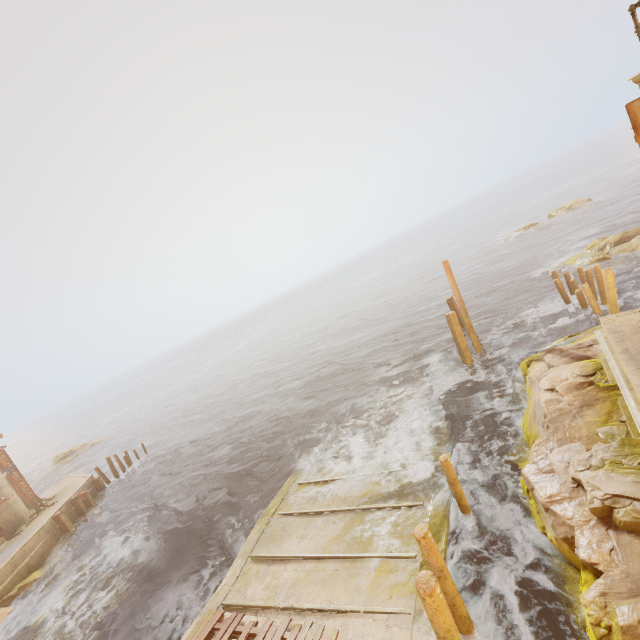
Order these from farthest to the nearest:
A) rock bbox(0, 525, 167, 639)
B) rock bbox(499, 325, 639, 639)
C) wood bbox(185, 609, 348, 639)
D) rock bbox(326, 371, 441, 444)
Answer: rock bbox(326, 371, 441, 444) < rock bbox(0, 525, 167, 639) < wood bbox(185, 609, 348, 639) < rock bbox(499, 325, 639, 639)

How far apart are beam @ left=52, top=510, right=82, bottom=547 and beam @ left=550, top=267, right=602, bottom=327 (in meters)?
31.91

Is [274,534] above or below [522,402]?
above

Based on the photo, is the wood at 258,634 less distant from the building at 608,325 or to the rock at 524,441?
the rock at 524,441

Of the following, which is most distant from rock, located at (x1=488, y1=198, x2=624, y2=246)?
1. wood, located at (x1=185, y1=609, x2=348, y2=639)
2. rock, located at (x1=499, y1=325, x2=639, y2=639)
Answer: wood, located at (x1=185, y1=609, x2=348, y2=639)

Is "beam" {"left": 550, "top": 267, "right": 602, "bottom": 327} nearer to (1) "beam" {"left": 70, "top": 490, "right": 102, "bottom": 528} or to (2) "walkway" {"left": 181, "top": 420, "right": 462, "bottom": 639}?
(2) "walkway" {"left": 181, "top": 420, "right": 462, "bottom": 639}

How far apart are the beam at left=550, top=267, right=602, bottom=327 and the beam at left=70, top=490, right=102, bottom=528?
32.4 meters

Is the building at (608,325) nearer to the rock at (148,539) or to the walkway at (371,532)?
the walkway at (371,532)
